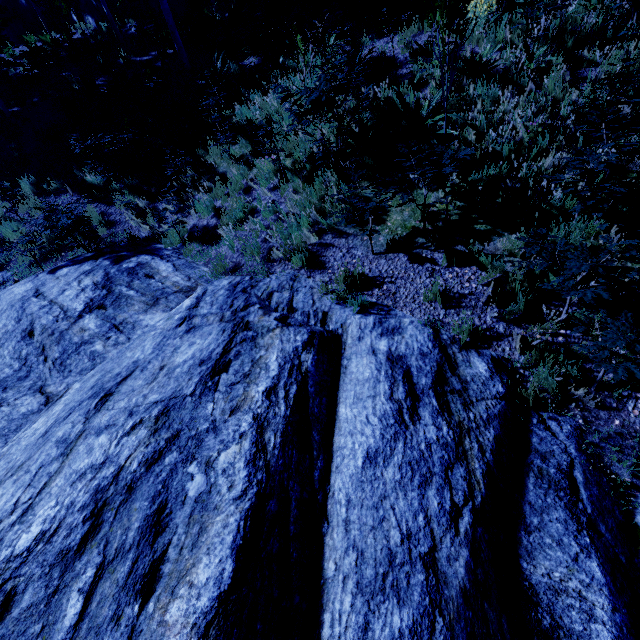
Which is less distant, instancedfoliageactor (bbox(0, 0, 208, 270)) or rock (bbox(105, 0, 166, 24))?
instancedfoliageactor (bbox(0, 0, 208, 270))

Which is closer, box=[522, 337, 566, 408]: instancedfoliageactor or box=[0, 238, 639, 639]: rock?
box=[0, 238, 639, 639]: rock

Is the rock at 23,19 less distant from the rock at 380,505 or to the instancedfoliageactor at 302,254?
the instancedfoliageactor at 302,254

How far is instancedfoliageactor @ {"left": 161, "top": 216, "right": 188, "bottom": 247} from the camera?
7.0 meters

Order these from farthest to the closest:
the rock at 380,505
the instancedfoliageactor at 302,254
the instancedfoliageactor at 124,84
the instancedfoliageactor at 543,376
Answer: the instancedfoliageactor at 124,84 → the instancedfoliageactor at 302,254 → the instancedfoliageactor at 543,376 → the rock at 380,505

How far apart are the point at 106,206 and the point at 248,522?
9.9m

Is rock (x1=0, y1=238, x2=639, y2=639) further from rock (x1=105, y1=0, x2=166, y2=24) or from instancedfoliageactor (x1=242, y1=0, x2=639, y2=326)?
rock (x1=105, y1=0, x2=166, y2=24)

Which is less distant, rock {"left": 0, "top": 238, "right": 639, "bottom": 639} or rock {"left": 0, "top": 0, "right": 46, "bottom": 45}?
rock {"left": 0, "top": 238, "right": 639, "bottom": 639}
